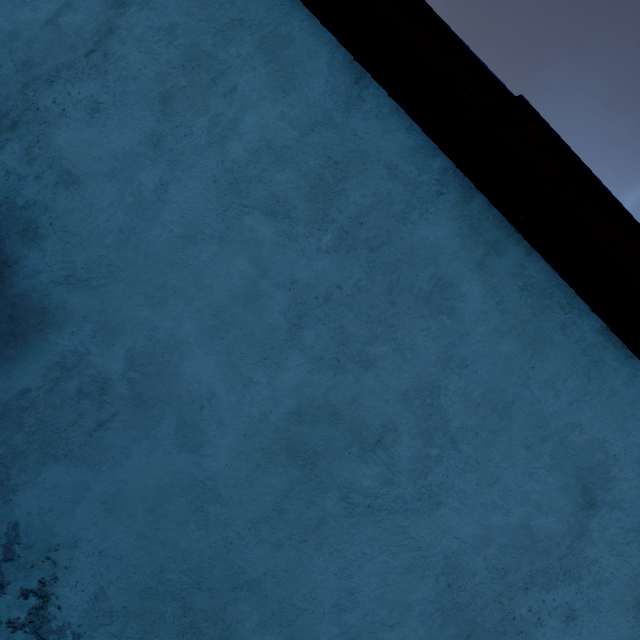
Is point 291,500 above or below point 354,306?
below
